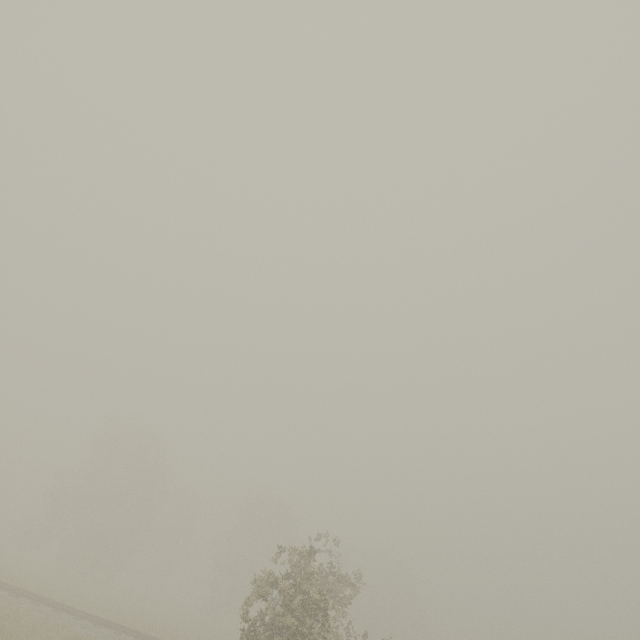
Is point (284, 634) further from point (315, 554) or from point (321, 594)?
point (315, 554)
